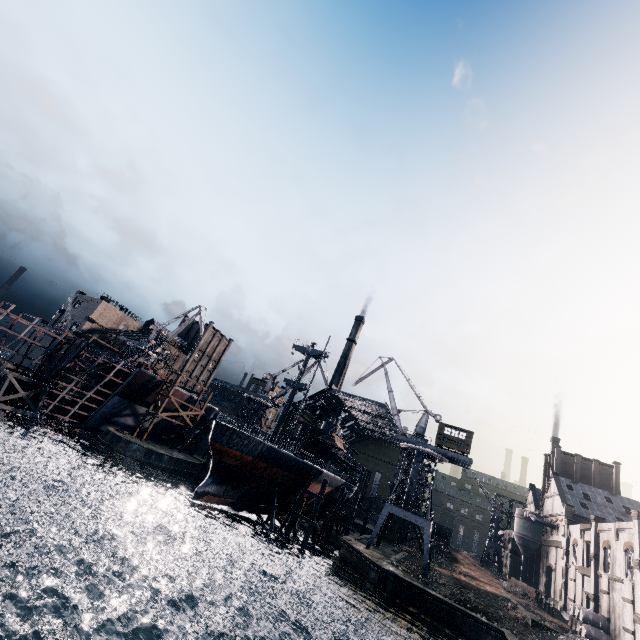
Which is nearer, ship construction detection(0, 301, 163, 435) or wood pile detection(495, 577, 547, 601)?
ship construction detection(0, 301, 163, 435)

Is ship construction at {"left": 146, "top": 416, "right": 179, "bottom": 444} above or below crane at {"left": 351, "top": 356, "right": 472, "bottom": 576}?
below

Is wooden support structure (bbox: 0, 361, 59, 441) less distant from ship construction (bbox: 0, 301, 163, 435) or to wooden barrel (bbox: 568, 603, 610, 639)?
ship construction (bbox: 0, 301, 163, 435)

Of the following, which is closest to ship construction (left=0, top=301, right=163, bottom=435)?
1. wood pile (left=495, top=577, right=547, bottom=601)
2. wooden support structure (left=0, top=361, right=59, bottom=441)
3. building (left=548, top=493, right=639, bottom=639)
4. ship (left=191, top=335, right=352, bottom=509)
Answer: wooden support structure (left=0, top=361, right=59, bottom=441)

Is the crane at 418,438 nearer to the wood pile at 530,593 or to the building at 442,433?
the building at 442,433

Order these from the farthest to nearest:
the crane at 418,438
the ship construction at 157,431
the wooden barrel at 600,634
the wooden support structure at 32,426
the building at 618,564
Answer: the ship construction at 157,431 < the crane at 418,438 < the wooden support structure at 32,426 < the wooden barrel at 600,634 < the building at 618,564

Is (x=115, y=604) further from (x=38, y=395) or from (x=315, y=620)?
(x=38, y=395)

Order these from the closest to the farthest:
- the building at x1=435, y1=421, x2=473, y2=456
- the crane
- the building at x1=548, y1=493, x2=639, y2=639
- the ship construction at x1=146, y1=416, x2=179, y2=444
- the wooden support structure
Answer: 1. the building at x1=548, y1=493, x2=639, y2=639
2. the wooden support structure
3. the crane
4. the building at x1=435, y1=421, x2=473, y2=456
5. the ship construction at x1=146, y1=416, x2=179, y2=444
